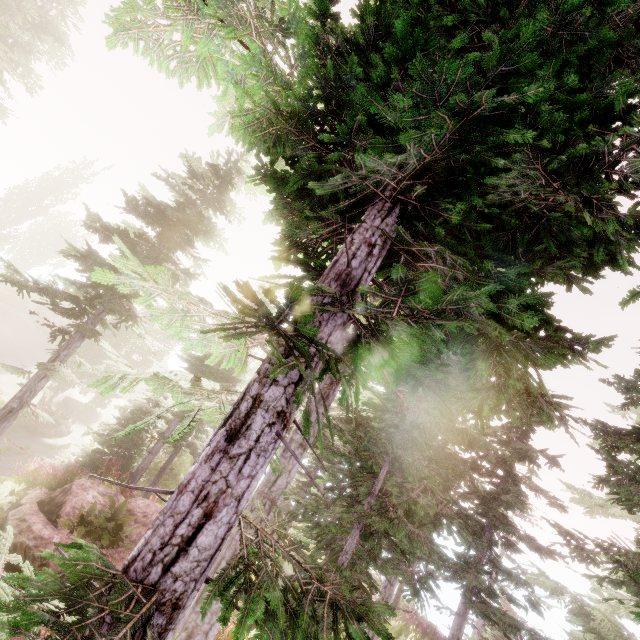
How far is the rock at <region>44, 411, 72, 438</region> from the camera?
24.6m

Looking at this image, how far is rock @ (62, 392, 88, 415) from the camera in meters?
31.3

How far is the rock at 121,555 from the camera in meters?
10.0 m

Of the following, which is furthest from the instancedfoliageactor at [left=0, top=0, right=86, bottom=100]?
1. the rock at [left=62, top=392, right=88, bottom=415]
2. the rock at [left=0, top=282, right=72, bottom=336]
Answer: the rock at [left=62, top=392, right=88, bottom=415]

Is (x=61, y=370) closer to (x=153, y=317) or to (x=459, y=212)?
(x=153, y=317)

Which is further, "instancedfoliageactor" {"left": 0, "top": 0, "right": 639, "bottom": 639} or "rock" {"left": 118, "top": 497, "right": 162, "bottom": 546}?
"rock" {"left": 118, "top": 497, "right": 162, "bottom": 546}

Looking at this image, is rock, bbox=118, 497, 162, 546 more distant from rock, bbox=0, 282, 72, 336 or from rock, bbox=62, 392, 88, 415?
rock, bbox=0, 282, 72, 336

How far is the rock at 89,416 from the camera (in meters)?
31.70
